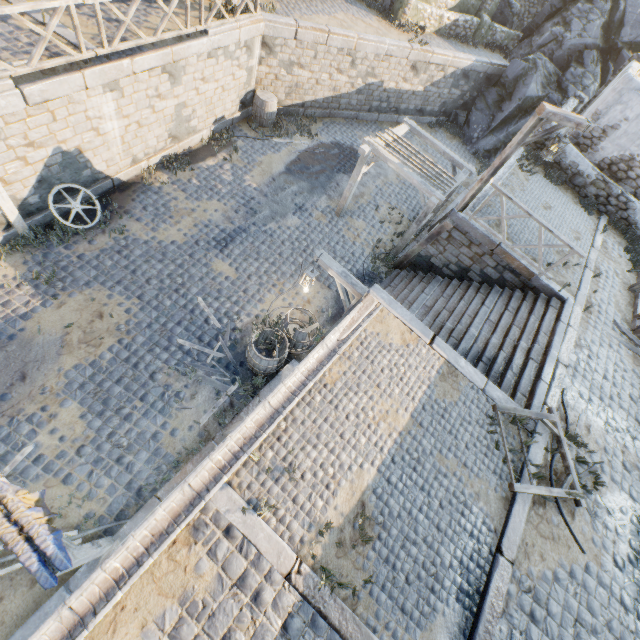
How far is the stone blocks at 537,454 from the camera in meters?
6.0

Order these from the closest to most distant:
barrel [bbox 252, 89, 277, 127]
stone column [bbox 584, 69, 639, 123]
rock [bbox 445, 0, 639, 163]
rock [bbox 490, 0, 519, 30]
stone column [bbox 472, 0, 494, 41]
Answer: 1. stone column [bbox 584, 69, 639, 123]
2. barrel [bbox 252, 89, 277, 127]
3. rock [bbox 445, 0, 639, 163]
4. stone column [bbox 472, 0, 494, 41]
5. rock [bbox 490, 0, 519, 30]

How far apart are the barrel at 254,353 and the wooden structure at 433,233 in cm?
570

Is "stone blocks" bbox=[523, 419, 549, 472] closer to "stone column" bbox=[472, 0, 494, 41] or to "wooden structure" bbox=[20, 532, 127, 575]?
"wooden structure" bbox=[20, 532, 127, 575]

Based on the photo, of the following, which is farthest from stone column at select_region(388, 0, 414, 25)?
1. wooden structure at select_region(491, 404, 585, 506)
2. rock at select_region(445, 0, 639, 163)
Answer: wooden structure at select_region(491, 404, 585, 506)

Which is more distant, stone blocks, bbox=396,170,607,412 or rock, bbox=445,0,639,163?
rock, bbox=445,0,639,163

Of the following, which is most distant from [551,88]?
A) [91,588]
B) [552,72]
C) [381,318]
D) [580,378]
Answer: [91,588]

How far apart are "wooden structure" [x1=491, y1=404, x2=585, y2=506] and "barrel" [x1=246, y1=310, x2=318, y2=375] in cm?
465
